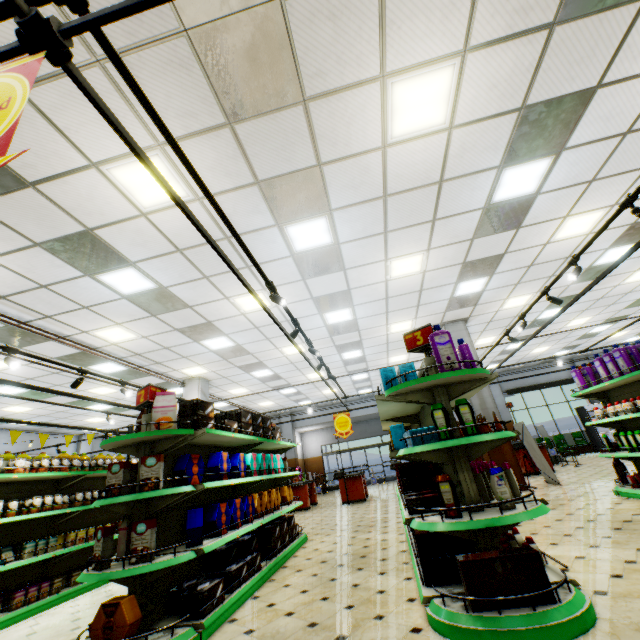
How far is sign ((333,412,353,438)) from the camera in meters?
10.3 m

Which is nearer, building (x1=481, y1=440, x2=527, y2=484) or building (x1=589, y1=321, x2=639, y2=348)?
building (x1=481, y1=440, x2=527, y2=484)

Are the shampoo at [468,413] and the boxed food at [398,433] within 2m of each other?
yes

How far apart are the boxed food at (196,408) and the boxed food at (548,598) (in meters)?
3.11

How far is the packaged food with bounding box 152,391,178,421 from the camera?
3.62m

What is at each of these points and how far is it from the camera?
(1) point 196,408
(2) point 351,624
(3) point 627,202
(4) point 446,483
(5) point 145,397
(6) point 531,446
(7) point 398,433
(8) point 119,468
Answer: (1) boxed food, 4.1 meters
(2) building, 2.9 meters
(3) light truss, 3.4 meters
(4) shampoo, 2.8 meters
(5) sign, 3.8 meters
(6) sign, 9.1 meters
(7) boxed food, 4.1 meters
(8) boxed food, 3.5 meters

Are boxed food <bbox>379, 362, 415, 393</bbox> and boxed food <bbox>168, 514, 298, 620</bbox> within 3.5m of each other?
yes

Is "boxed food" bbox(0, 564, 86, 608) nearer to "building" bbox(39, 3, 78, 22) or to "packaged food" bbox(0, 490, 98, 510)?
"building" bbox(39, 3, 78, 22)
